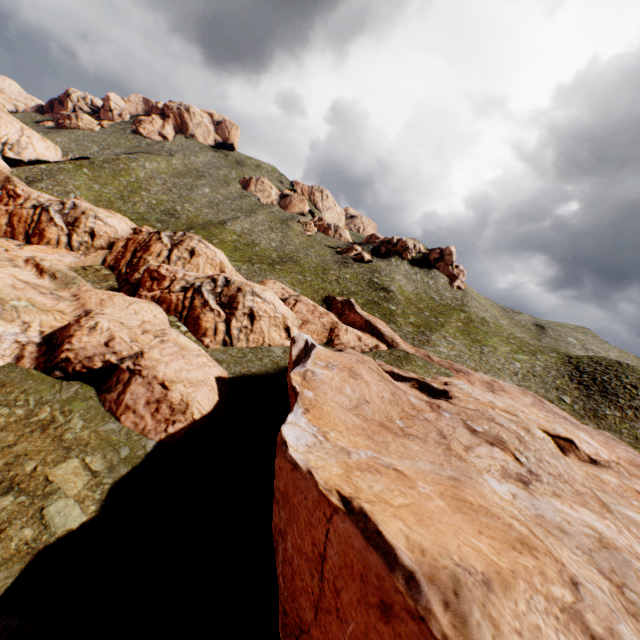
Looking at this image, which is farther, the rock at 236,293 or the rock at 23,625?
the rock at 23,625

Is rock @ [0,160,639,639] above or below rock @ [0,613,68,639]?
above

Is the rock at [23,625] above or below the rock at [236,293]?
below

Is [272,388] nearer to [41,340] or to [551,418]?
[41,340]

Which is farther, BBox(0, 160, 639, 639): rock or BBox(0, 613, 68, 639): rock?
BBox(0, 613, 68, 639): rock
